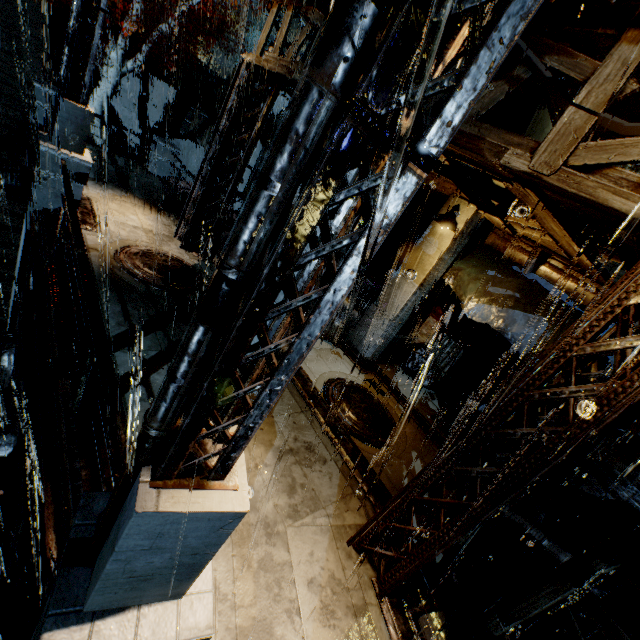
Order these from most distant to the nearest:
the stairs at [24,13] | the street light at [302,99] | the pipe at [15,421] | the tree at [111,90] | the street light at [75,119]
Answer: the tree at [111,90] → the stairs at [24,13] → the street light at [75,119] → the pipe at [15,421] → the street light at [302,99]

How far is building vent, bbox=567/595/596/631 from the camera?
7.87m

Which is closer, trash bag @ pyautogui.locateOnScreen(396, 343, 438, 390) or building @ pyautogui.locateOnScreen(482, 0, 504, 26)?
building @ pyautogui.locateOnScreen(482, 0, 504, 26)

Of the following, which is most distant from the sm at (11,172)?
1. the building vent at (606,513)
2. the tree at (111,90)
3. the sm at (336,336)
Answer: the building vent at (606,513)

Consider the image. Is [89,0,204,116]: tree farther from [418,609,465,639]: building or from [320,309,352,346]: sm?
[320,309,352,346]: sm

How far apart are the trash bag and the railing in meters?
10.2

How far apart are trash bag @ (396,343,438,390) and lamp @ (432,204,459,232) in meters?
5.6

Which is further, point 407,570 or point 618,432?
point 618,432
